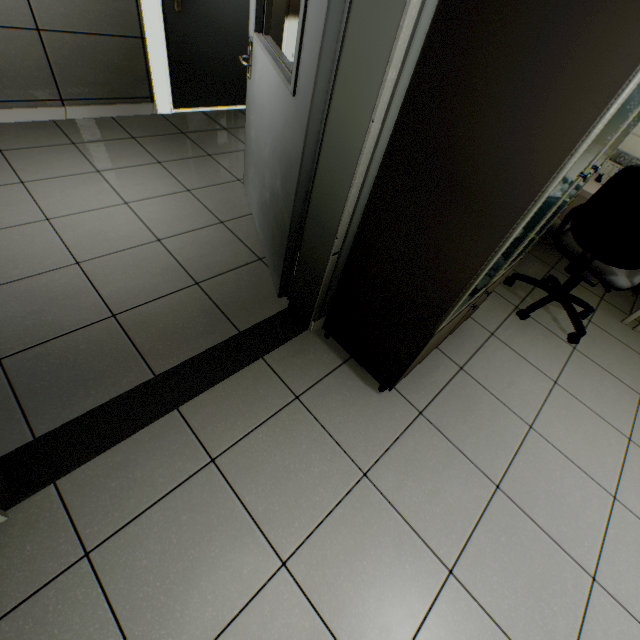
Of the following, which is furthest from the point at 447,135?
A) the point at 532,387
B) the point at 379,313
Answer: the point at 532,387

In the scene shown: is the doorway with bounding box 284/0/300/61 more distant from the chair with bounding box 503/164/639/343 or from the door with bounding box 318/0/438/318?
the chair with bounding box 503/164/639/343

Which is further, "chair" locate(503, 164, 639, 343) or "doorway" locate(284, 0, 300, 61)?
"doorway" locate(284, 0, 300, 61)

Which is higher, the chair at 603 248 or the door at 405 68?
the door at 405 68

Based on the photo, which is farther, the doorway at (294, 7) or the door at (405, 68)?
the doorway at (294, 7)

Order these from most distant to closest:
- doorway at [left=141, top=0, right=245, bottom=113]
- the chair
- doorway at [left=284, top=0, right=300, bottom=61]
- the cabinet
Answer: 1. doorway at [left=284, top=0, right=300, bottom=61]
2. doorway at [left=141, top=0, right=245, bottom=113]
3. the chair
4. the cabinet

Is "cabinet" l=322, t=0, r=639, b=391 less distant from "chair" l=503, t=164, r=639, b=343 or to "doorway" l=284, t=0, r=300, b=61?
"chair" l=503, t=164, r=639, b=343
